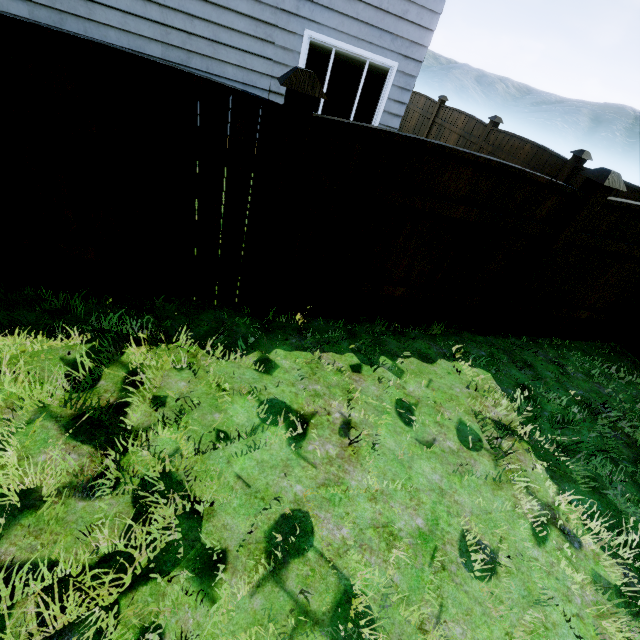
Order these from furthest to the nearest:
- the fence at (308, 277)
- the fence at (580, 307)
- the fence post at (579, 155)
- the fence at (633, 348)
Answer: the fence post at (579, 155), the fence at (633, 348), the fence at (580, 307), the fence at (308, 277)

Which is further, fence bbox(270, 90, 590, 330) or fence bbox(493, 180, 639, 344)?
fence bbox(493, 180, 639, 344)

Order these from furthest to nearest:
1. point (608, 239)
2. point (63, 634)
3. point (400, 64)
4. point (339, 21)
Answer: point (400, 64) → point (339, 21) → point (608, 239) → point (63, 634)

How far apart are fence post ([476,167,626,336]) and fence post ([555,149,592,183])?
4.1 meters

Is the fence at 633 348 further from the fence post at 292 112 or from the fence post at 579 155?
the fence post at 292 112

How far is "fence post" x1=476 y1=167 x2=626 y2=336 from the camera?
3.2 meters

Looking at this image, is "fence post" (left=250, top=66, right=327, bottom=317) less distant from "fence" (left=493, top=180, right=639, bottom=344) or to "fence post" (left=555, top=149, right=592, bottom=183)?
"fence" (left=493, top=180, right=639, bottom=344)

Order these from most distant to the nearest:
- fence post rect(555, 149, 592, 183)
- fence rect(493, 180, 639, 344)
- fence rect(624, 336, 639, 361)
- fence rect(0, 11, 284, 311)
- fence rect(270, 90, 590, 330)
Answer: fence post rect(555, 149, 592, 183) < fence rect(624, 336, 639, 361) < fence rect(493, 180, 639, 344) < fence rect(270, 90, 590, 330) < fence rect(0, 11, 284, 311)
